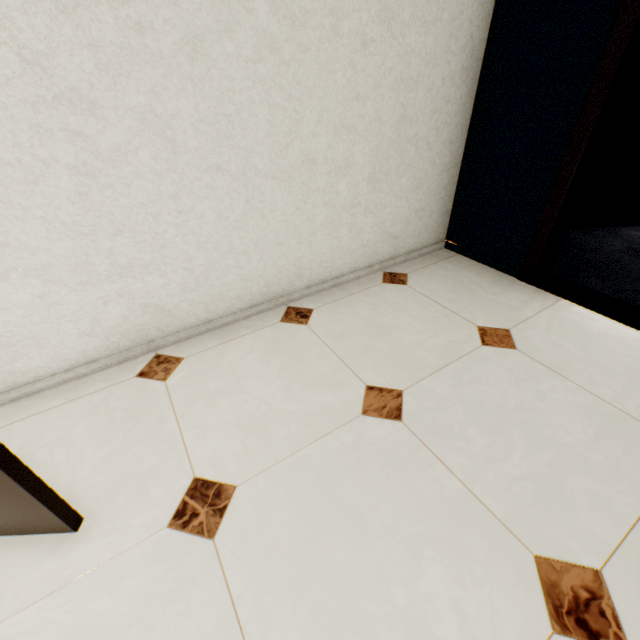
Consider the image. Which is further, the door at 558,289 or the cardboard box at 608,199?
the cardboard box at 608,199

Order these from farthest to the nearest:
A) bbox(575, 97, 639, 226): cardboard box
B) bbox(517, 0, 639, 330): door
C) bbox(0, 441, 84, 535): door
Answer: bbox(575, 97, 639, 226): cardboard box < bbox(517, 0, 639, 330): door < bbox(0, 441, 84, 535): door

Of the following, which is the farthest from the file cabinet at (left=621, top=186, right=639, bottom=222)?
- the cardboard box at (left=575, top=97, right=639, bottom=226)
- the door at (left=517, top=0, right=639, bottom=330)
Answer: the door at (left=517, top=0, right=639, bottom=330)

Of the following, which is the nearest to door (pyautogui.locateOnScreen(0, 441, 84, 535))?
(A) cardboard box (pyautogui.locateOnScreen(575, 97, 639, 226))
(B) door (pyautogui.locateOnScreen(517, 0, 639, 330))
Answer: (B) door (pyautogui.locateOnScreen(517, 0, 639, 330))

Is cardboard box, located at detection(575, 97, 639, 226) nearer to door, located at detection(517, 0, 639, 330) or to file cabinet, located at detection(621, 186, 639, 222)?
file cabinet, located at detection(621, 186, 639, 222)

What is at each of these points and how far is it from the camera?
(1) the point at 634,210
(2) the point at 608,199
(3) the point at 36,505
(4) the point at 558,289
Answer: (1) file cabinet, 2.8m
(2) cardboard box, 2.6m
(3) door, 0.9m
(4) door, 2.0m

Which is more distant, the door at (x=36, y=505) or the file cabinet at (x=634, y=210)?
the file cabinet at (x=634, y=210)

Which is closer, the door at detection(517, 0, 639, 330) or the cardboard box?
the door at detection(517, 0, 639, 330)
